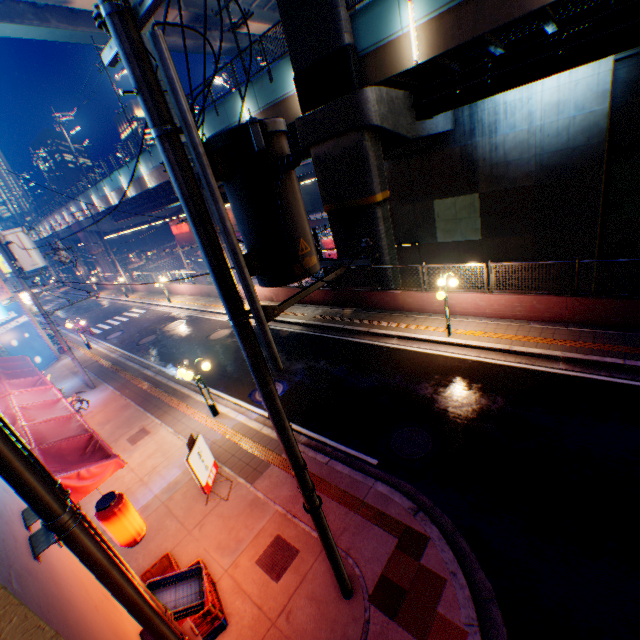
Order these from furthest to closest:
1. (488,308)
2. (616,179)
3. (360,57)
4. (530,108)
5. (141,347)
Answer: (141,347), (616,179), (530,108), (360,57), (488,308)

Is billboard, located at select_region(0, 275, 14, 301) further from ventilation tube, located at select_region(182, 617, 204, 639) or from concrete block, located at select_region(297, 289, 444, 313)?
ventilation tube, located at select_region(182, 617, 204, 639)

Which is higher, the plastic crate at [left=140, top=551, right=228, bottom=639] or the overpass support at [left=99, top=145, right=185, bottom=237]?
the overpass support at [left=99, top=145, right=185, bottom=237]

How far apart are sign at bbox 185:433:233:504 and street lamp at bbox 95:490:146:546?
1.64m

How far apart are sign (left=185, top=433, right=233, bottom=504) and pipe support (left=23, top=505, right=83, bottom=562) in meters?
4.3 m

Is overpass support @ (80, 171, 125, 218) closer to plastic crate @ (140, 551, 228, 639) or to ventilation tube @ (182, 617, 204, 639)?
plastic crate @ (140, 551, 228, 639)

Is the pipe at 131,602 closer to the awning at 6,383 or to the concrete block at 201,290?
the awning at 6,383

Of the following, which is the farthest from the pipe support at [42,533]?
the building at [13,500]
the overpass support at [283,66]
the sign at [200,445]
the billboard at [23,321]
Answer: the billboard at [23,321]
